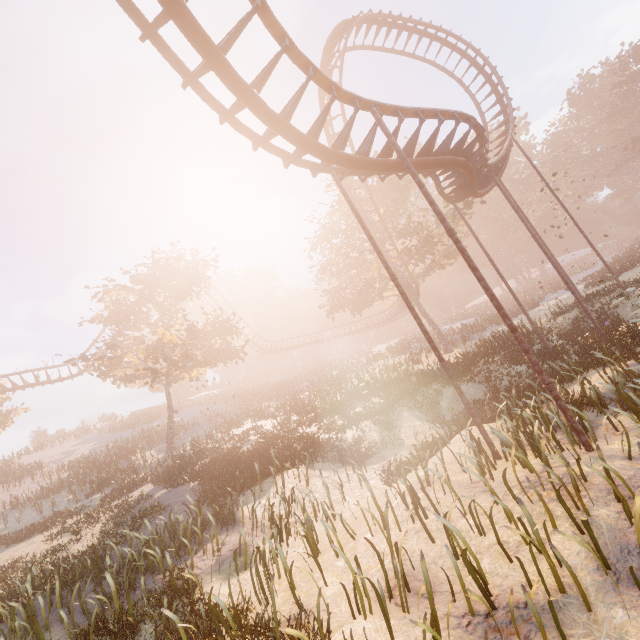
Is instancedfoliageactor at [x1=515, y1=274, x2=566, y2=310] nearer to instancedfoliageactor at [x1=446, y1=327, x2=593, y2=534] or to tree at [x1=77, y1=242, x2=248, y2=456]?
instancedfoliageactor at [x1=446, y1=327, x2=593, y2=534]

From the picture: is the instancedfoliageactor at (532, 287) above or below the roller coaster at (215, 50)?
below

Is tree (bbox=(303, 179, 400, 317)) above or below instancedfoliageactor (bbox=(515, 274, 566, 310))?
above

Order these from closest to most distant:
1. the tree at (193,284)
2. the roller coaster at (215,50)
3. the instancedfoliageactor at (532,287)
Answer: the roller coaster at (215,50)
the tree at (193,284)
the instancedfoliageactor at (532,287)

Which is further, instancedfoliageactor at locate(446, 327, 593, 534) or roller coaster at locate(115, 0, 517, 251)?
roller coaster at locate(115, 0, 517, 251)

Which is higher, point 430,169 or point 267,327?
point 267,327

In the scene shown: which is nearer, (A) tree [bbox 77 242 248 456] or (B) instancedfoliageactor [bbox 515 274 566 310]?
(A) tree [bbox 77 242 248 456]

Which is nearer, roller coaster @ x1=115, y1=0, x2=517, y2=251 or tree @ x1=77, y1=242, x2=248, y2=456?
roller coaster @ x1=115, y1=0, x2=517, y2=251
